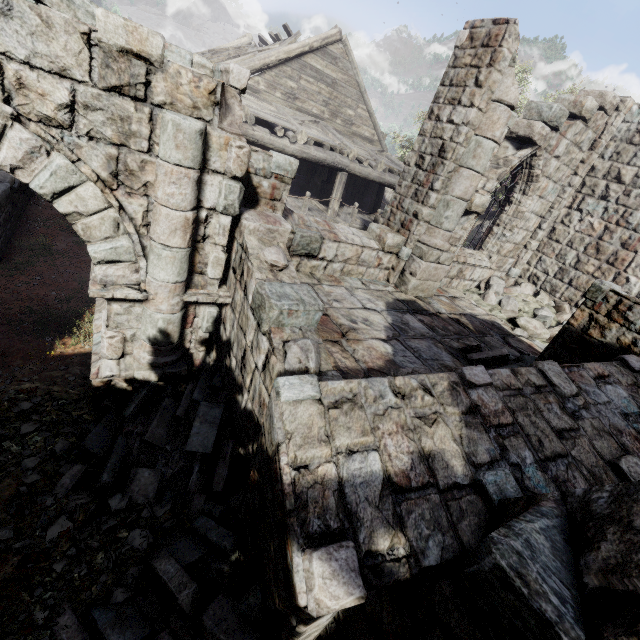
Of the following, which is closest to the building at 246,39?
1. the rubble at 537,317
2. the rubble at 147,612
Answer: the rubble at 537,317

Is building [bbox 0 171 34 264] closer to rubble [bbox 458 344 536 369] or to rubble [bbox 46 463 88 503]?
rubble [bbox 458 344 536 369]

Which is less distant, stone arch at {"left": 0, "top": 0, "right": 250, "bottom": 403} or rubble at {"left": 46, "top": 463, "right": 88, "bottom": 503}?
stone arch at {"left": 0, "top": 0, "right": 250, "bottom": 403}

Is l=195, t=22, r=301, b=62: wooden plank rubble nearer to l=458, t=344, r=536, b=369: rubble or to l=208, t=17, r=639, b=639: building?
l=208, t=17, r=639, b=639: building

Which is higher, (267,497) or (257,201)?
(257,201)

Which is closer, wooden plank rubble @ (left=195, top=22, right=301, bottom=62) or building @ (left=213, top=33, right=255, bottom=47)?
wooden plank rubble @ (left=195, top=22, right=301, bottom=62)

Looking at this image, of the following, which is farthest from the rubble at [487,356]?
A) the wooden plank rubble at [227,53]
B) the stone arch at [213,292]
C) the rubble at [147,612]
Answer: the wooden plank rubble at [227,53]

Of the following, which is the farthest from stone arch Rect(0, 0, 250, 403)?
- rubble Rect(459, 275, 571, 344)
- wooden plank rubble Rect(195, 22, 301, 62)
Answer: wooden plank rubble Rect(195, 22, 301, 62)
